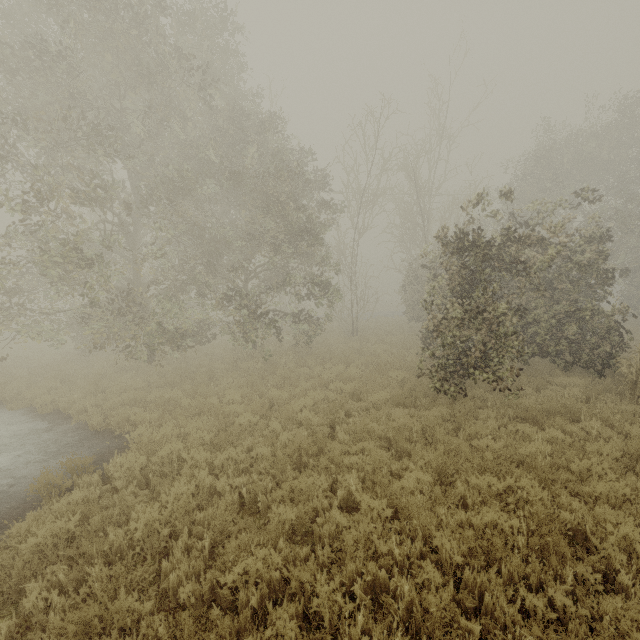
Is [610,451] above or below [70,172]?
below
